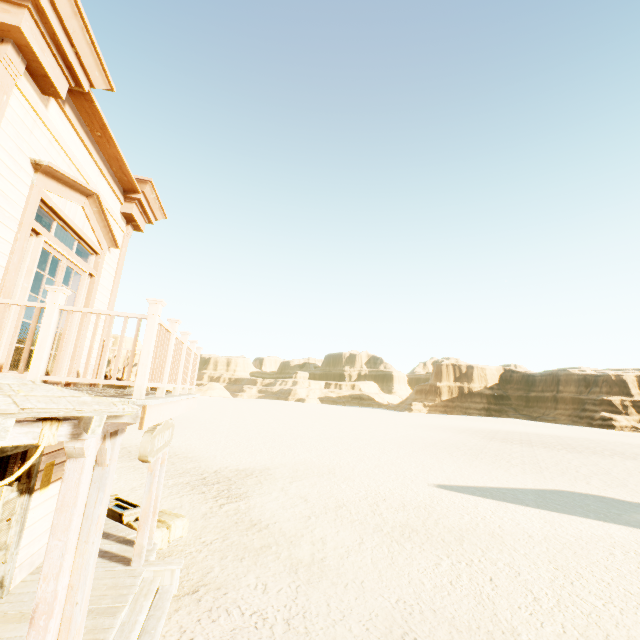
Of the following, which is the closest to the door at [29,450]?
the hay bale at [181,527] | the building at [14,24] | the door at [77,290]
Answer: the building at [14,24]

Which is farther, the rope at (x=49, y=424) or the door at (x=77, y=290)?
the door at (x=77, y=290)

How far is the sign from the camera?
4.18m

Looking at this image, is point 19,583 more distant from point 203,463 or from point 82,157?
point 203,463

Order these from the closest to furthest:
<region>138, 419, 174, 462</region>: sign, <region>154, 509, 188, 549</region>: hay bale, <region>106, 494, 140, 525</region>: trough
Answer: <region>138, 419, 174, 462</region>: sign < <region>154, 509, 188, 549</region>: hay bale < <region>106, 494, 140, 525</region>: trough

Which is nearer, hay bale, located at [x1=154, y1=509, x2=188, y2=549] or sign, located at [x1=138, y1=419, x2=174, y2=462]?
sign, located at [x1=138, y1=419, x2=174, y2=462]

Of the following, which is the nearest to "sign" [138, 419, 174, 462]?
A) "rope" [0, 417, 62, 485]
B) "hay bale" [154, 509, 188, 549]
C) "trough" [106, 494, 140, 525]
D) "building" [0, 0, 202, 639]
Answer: "building" [0, 0, 202, 639]

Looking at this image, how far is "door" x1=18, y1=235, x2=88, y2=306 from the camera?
4.4m
